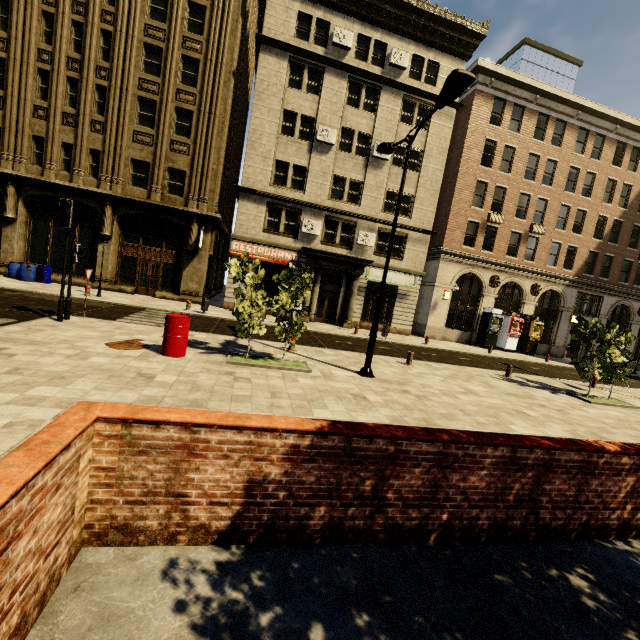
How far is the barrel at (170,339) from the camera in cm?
862

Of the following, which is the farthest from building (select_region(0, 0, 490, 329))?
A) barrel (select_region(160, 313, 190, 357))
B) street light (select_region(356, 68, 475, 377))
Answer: barrel (select_region(160, 313, 190, 357))

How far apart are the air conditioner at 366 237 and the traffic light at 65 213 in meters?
16.3 m

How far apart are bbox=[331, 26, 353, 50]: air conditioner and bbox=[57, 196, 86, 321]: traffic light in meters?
19.3

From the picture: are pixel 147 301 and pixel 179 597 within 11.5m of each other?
no

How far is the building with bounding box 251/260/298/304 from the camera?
22.0m

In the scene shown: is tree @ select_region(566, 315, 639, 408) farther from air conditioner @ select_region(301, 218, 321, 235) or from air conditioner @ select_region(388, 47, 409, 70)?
air conditioner @ select_region(388, 47, 409, 70)

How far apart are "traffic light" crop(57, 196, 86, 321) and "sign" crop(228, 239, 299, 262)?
11.03m
